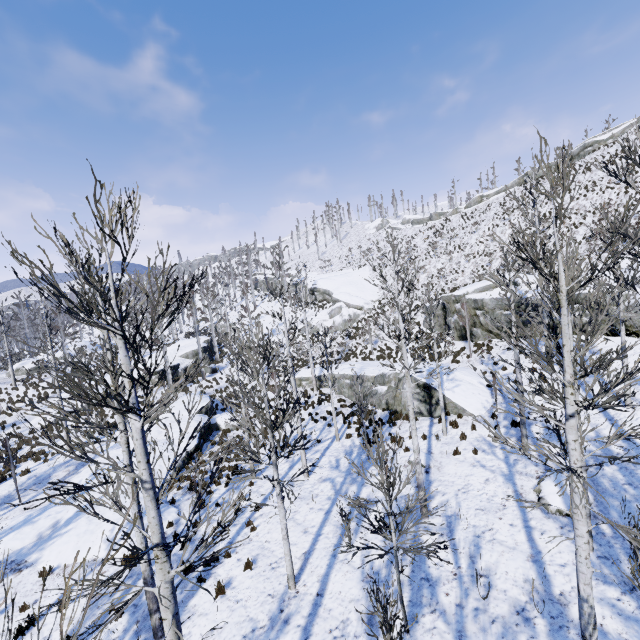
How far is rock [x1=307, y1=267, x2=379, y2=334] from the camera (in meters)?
40.19

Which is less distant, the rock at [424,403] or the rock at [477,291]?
the rock at [424,403]

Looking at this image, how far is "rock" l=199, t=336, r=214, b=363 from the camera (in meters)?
38.16

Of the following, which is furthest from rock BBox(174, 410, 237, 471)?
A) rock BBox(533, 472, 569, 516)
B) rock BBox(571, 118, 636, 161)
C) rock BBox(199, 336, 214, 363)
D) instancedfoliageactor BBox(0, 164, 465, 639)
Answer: rock BBox(571, 118, 636, 161)

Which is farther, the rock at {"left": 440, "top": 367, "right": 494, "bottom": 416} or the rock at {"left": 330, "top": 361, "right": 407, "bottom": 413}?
the rock at {"left": 330, "top": 361, "right": 407, "bottom": 413}

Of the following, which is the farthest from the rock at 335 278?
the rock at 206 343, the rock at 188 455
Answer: the rock at 188 455

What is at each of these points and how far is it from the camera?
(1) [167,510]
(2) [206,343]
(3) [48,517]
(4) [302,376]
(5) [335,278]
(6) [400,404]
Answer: (1) rock, 13.46m
(2) rock, 40.97m
(3) rock, 13.73m
(4) rock, 29.45m
(5) rock, 50.94m
(6) rock, 19.09m

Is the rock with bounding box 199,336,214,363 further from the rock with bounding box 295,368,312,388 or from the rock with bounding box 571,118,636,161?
the rock with bounding box 571,118,636,161
